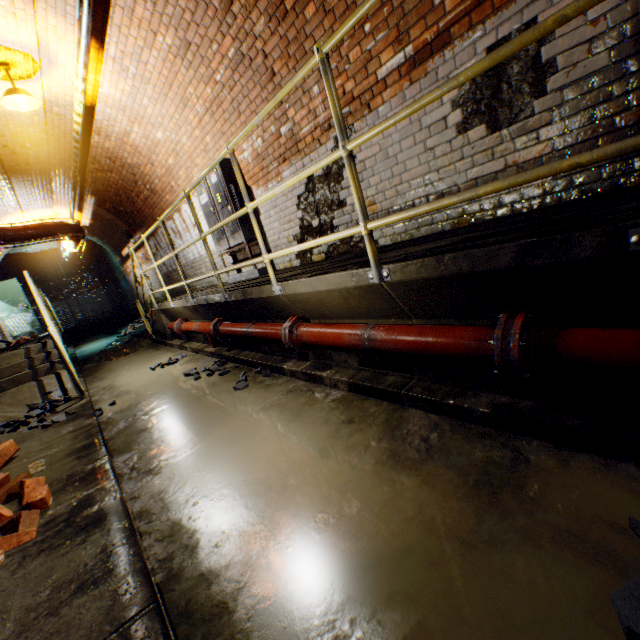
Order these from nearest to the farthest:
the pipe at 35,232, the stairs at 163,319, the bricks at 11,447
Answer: the bricks at 11,447 → the stairs at 163,319 → the pipe at 35,232

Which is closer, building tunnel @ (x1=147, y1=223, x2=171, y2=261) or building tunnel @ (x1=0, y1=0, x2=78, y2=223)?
building tunnel @ (x1=0, y1=0, x2=78, y2=223)

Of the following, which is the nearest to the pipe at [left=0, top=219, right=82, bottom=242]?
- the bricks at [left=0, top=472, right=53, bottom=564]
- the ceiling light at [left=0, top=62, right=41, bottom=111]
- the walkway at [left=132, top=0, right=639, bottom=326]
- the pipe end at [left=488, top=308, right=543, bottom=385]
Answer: the walkway at [left=132, top=0, right=639, bottom=326]

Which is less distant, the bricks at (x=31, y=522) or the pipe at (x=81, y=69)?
the bricks at (x=31, y=522)

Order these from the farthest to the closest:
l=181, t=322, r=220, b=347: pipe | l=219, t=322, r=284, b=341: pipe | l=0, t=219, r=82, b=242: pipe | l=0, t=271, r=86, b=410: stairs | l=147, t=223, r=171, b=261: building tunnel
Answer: l=147, t=223, r=171, b=261: building tunnel < l=0, t=219, r=82, b=242: pipe < l=181, t=322, r=220, b=347: pipe < l=0, t=271, r=86, b=410: stairs < l=219, t=322, r=284, b=341: pipe

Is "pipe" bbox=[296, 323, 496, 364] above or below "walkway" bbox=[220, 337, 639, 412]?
above

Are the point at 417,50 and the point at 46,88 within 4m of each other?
no

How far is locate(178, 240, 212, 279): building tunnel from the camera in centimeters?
758cm
